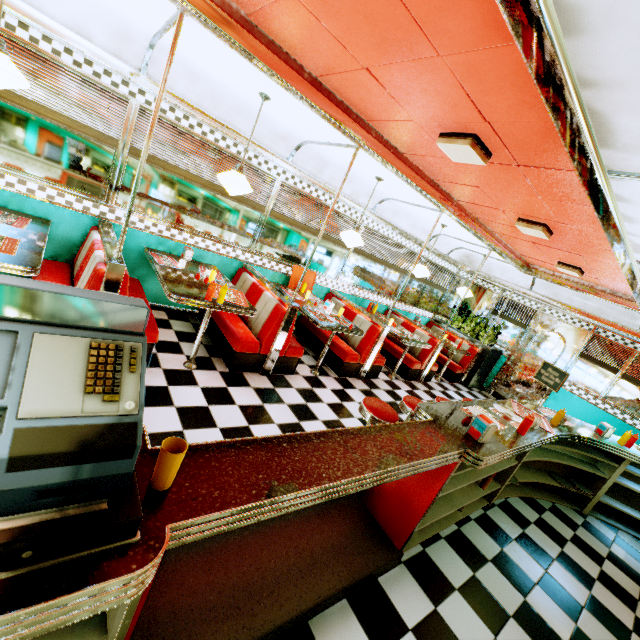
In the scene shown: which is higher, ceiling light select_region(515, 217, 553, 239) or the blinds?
ceiling light select_region(515, 217, 553, 239)

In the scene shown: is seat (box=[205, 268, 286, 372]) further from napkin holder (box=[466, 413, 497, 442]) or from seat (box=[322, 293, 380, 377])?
napkin holder (box=[466, 413, 497, 442])

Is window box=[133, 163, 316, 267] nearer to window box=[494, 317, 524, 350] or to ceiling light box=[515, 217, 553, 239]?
window box=[494, 317, 524, 350]

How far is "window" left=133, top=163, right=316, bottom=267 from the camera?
4.2m

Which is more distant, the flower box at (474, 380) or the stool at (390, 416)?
the flower box at (474, 380)

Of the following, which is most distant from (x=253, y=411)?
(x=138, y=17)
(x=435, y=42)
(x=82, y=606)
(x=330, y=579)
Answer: (x=138, y=17)

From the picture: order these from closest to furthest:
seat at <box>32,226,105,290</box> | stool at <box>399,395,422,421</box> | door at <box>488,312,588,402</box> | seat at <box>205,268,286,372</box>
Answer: seat at <box>32,226,105,290</box>
stool at <box>399,395,422,421</box>
seat at <box>205,268,286,372</box>
door at <box>488,312,588,402</box>

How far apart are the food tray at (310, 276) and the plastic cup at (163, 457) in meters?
4.9
